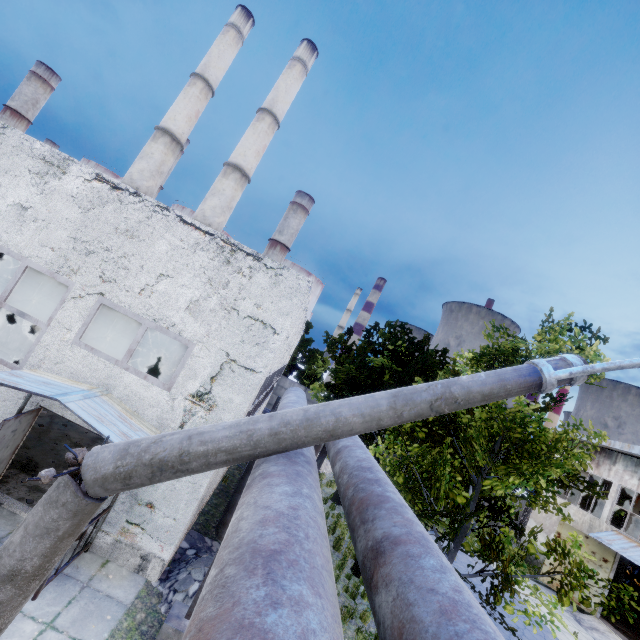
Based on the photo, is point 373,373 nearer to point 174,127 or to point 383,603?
point 383,603

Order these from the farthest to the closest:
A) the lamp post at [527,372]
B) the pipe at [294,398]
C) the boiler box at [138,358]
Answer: the boiler box at [138,358]
the pipe at [294,398]
the lamp post at [527,372]

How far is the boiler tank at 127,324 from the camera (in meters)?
17.53

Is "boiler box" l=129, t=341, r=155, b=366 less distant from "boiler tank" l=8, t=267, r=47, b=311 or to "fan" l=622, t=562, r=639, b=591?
"boiler tank" l=8, t=267, r=47, b=311

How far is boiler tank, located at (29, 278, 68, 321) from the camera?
14.08m

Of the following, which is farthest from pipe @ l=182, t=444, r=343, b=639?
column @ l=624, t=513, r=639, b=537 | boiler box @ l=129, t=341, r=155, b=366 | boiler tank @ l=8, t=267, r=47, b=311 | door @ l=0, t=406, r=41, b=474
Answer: column @ l=624, t=513, r=639, b=537

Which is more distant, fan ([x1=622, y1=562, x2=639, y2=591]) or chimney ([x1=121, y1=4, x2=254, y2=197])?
chimney ([x1=121, y1=4, x2=254, y2=197])

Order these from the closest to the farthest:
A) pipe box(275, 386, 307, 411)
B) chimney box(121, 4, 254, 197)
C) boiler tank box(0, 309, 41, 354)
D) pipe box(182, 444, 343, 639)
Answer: pipe box(182, 444, 343, 639), pipe box(275, 386, 307, 411), boiler tank box(0, 309, 41, 354), chimney box(121, 4, 254, 197)
